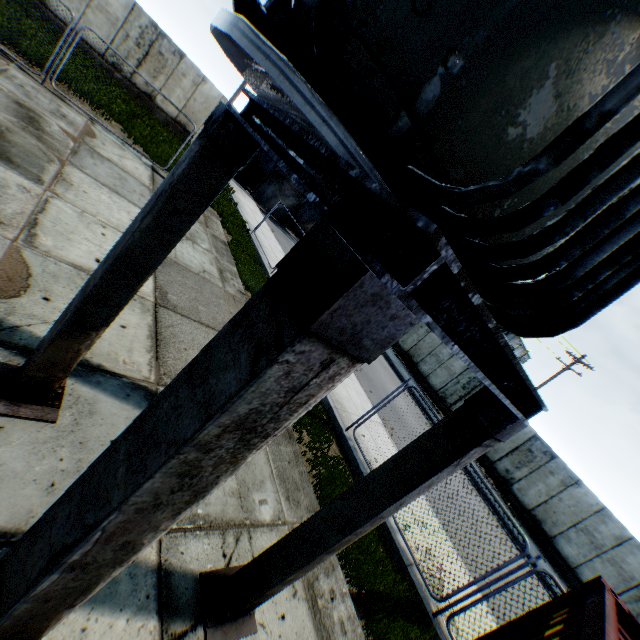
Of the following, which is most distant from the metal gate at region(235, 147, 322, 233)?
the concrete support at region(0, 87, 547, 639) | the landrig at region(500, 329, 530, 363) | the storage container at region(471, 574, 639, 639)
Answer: the storage container at region(471, 574, 639, 639)

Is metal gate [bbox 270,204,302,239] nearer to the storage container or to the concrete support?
the concrete support

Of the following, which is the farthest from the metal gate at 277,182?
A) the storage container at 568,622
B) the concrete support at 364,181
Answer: the storage container at 568,622

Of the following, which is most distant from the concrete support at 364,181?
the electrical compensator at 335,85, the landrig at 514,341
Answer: the landrig at 514,341

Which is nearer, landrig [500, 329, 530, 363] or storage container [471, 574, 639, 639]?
storage container [471, 574, 639, 639]

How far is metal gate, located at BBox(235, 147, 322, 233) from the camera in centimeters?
2409cm

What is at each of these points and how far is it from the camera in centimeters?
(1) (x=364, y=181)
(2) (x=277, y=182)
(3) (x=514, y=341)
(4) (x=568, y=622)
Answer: (1) concrete support, 106cm
(2) metal gate, 2555cm
(3) landrig, 2947cm
(4) storage container, 240cm
